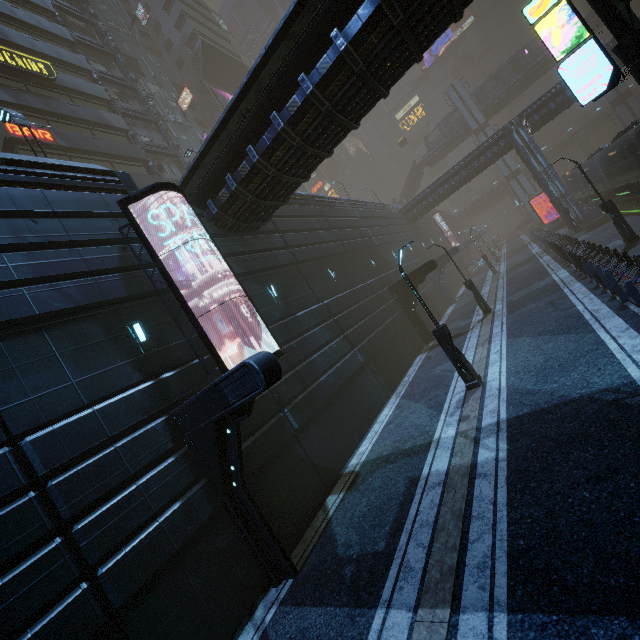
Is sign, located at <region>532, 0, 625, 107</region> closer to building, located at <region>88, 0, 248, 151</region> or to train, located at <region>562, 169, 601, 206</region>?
building, located at <region>88, 0, 248, 151</region>

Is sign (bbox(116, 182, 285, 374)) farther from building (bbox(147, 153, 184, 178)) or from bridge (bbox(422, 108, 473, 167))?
bridge (bbox(422, 108, 473, 167))

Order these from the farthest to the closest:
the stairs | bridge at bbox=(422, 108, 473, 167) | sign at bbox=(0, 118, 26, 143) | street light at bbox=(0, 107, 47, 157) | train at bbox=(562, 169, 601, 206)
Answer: the stairs
bridge at bbox=(422, 108, 473, 167)
train at bbox=(562, 169, 601, 206)
sign at bbox=(0, 118, 26, 143)
street light at bbox=(0, 107, 47, 157)

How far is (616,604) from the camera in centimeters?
377cm

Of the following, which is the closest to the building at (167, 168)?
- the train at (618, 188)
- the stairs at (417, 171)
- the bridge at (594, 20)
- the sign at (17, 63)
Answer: the sign at (17, 63)

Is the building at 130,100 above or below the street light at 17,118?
Result: above

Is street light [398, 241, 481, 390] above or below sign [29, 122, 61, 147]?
below

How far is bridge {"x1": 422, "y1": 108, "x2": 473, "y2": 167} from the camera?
53.1 meters
